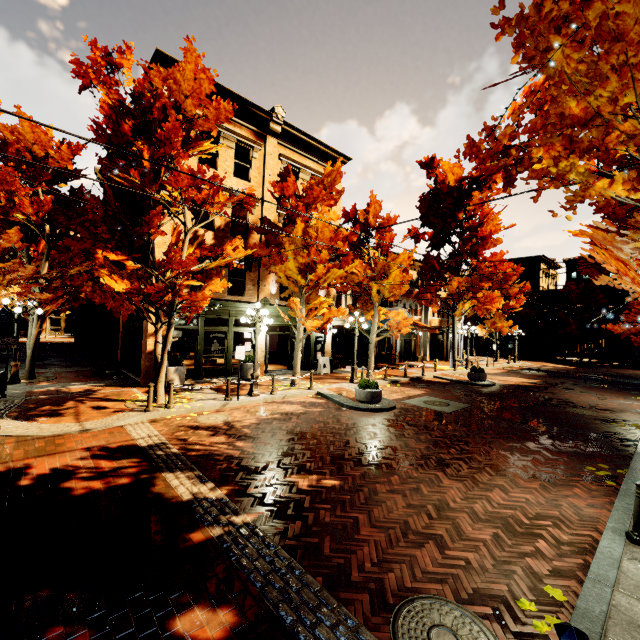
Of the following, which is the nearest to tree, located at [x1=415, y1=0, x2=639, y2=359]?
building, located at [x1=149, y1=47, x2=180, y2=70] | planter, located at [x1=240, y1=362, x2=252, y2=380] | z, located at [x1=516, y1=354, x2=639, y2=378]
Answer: building, located at [x1=149, y1=47, x2=180, y2=70]

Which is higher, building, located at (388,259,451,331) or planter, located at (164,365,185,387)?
building, located at (388,259,451,331)

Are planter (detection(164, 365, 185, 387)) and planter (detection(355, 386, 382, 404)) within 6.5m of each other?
no

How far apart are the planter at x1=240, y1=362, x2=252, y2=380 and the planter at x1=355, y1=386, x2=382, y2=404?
5.65m

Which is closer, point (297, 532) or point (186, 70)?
point (297, 532)

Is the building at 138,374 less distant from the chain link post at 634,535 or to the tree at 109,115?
the tree at 109,115

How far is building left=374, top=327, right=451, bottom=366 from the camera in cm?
2711

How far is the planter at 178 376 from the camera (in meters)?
13.30
